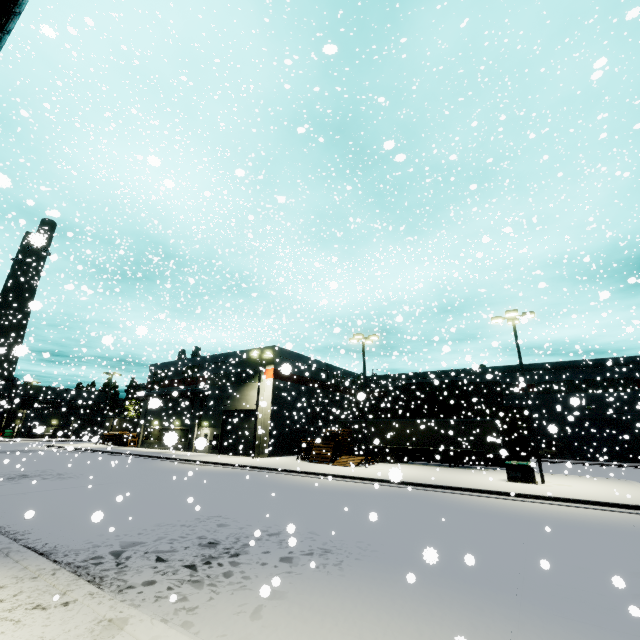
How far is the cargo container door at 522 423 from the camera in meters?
29.4 m

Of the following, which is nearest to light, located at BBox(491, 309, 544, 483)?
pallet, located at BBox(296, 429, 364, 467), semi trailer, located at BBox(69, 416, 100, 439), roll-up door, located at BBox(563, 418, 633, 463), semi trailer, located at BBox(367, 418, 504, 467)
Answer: semi trailer, located at BBox(367, 418, 504, 467)

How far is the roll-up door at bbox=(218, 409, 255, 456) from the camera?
32.3m

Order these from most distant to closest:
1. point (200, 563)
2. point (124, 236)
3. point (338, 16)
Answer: point (124, 236) < point (338, 16) < point (200, 563)

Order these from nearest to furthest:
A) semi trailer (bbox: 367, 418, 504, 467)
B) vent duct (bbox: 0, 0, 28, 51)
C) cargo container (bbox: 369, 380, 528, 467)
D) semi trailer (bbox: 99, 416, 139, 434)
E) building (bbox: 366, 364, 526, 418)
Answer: vent duct (bbox: 0, 0, 28, 51)
semi trailer (bbox: 367, 418, 504, 467)
cargo container (bbox: 369, 380, 528, 467)
building (bbox: 366, 364, 526, 418)
semi trailer (bbox: 99, 416, 139, 434)

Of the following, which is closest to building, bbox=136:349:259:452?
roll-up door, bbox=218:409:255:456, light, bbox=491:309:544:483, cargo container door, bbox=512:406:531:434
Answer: roll-up door, bbox=218:409:255:456

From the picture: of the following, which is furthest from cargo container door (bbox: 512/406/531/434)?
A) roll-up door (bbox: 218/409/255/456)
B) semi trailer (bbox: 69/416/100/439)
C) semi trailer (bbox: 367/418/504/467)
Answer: semi trailer (bbox: 69/416/100/439)

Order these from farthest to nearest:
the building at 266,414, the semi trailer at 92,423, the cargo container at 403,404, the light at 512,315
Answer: the semi trailer at 92,423, the building at 266,414, the cargo container at 403,404, the light at 512,315
